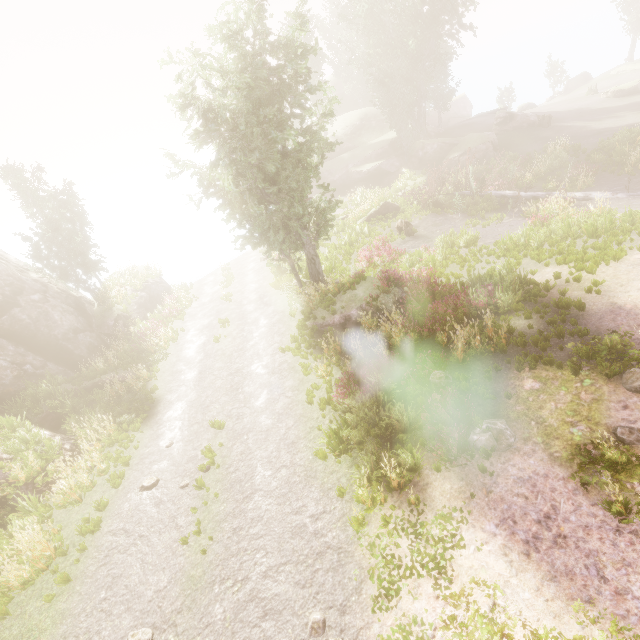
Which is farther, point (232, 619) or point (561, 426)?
point (561, 426)

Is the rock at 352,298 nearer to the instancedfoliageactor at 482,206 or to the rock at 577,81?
the instancedfoliageactor at 482,206

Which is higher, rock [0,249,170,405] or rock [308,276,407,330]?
rock [0,249,170,405]

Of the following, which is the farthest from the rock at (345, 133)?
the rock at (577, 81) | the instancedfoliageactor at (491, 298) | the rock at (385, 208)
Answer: the rock at (577, 81)

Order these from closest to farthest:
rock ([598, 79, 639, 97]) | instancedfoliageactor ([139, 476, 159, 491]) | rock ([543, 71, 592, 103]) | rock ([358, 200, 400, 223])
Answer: instancedfoliageactor ([139, 476, 159, 491]), rock ([358, 200, 400, 223]), rock ([598, 79, 639, 97]), rock ([543, 71, 592, 103])

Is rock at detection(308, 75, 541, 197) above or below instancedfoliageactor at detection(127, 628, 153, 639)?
above

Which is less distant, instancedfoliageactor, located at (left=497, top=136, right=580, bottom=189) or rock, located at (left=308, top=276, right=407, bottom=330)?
rock, located at (left=308, top=276, right=407, bottom=330)

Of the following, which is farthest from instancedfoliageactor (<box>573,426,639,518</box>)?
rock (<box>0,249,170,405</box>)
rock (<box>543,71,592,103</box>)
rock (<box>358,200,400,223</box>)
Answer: rock (<box>358,200,400,223</box>)
